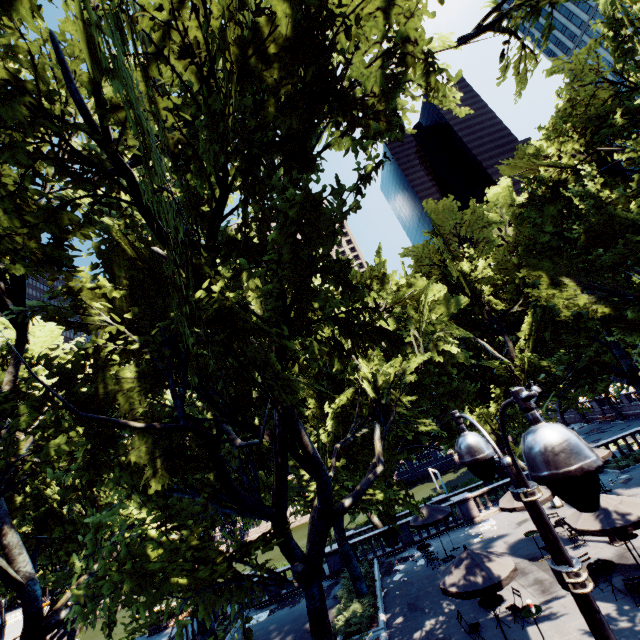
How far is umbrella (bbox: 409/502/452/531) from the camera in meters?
18.8

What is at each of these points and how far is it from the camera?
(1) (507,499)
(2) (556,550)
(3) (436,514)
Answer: (1) umbrella, 16.8 meters
(2) light, 2.8 meters
(3) umbrella, 19.1 meters

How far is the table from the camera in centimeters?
1120cm

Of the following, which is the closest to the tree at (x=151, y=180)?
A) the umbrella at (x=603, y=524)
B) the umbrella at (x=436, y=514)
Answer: the umbrella at (x=436, y=514)

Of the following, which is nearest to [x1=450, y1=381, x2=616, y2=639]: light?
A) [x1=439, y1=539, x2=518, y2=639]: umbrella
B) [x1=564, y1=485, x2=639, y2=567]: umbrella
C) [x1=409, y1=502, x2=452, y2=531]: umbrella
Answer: [x1=439, y1=539, x2=518, y2=639]: umbrella

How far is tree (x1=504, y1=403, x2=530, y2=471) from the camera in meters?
23.6 m

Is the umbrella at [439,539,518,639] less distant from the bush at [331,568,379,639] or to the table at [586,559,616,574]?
the table at [586,559,616,574]

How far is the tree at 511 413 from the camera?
23.6 meters
